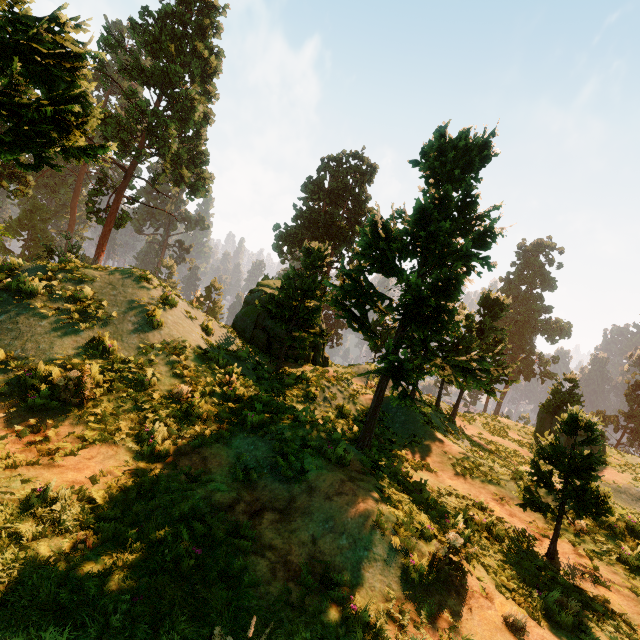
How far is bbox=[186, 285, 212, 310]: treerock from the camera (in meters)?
14.14

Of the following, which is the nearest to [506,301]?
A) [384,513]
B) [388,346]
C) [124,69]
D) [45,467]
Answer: [388,346]

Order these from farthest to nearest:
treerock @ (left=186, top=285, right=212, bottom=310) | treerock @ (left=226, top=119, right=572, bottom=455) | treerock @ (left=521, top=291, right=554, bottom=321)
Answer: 1. treerock @ (left=521, top=291, right=554, bottom=321)
2. treerock @ (left=186, top=285, right=212, bottom=310)
3. treerock @ (left=226, top=119, right=572, bottom=455)

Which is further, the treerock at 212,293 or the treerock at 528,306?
the treerock at 528,306

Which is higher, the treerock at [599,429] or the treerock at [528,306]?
the treerock at [528,306]

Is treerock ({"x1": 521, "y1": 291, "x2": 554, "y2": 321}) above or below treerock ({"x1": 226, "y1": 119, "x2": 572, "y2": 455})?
above

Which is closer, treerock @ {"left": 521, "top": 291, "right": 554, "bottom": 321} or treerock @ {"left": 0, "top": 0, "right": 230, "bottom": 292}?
treerock @ {"left": 0, "top": 0, "right": 230, "bottom": 292}
